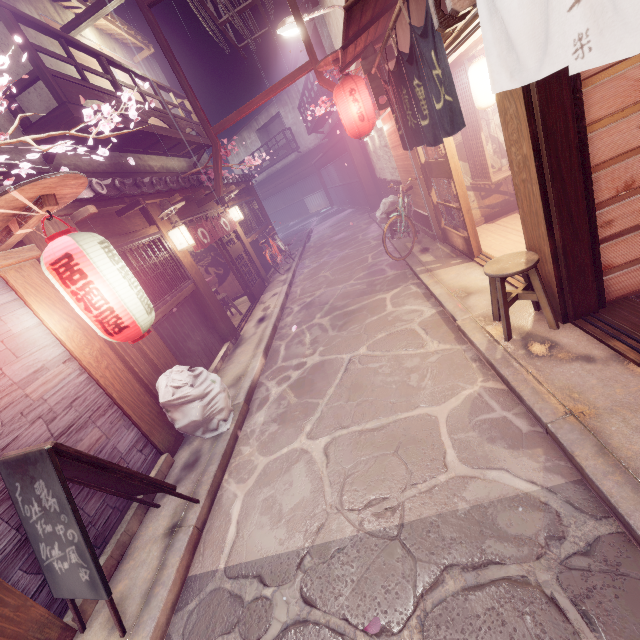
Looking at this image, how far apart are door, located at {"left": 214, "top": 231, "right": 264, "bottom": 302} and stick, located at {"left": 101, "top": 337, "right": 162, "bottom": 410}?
8.7 meters

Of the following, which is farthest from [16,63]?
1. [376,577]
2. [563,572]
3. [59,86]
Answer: [563,572]

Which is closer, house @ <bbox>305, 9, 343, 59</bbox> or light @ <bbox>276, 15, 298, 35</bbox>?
light @ <bbox>276, 15, 298, 35</bbox>

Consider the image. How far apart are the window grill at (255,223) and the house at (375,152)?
8.95m

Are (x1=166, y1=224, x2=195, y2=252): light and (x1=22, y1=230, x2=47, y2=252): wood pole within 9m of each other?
Result: yes

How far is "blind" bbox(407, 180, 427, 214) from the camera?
12.6m

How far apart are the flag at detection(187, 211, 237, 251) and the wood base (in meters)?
8.06

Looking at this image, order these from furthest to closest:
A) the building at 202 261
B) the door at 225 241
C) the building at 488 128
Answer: the building at 202 261 → the door at 225 241 → the building at 488 128
